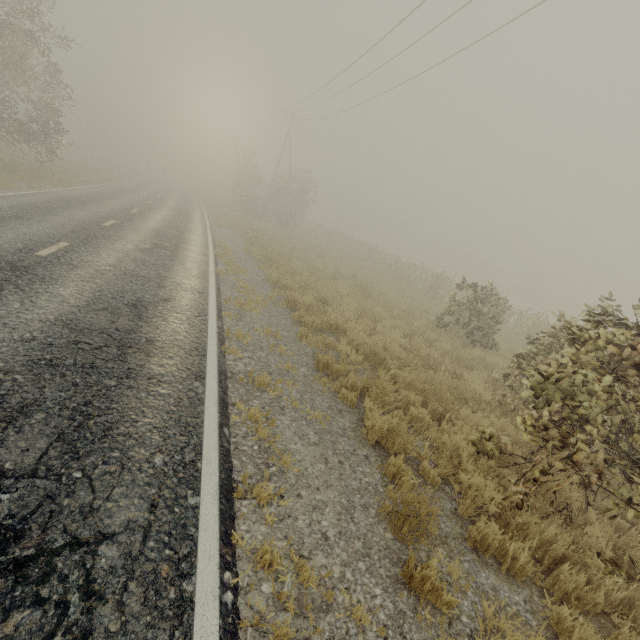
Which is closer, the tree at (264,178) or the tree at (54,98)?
the tree at (54,98)

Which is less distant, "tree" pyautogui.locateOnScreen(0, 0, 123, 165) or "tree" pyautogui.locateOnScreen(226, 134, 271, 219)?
"tree" pyautogui.locateOnScreen(0, 0, 123, 165)

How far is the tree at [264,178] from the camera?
35.12m

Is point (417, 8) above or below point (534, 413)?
above

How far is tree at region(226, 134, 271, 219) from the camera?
35.12m
